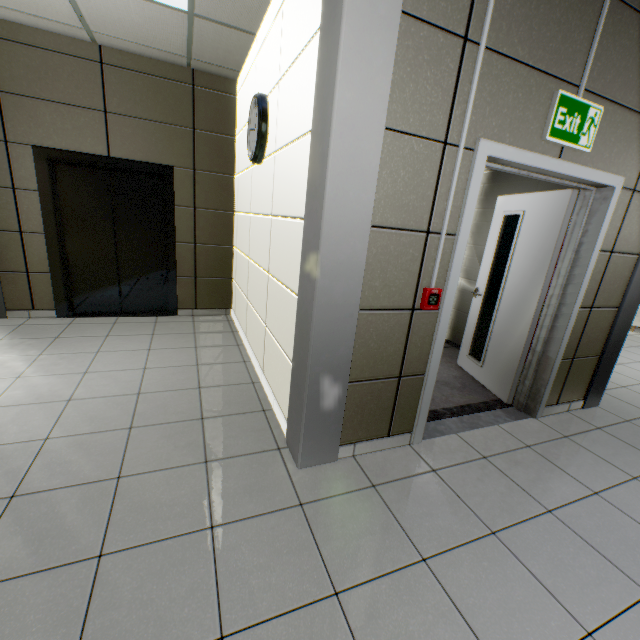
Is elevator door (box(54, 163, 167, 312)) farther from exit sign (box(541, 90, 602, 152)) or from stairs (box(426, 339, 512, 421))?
exit sign (box(541, 90, 602, 152))

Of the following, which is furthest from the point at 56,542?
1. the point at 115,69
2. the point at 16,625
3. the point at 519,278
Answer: the point at 115,69

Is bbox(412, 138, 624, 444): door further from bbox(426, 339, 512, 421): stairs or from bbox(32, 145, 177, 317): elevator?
bbox(32, 145, 177, 317): elevator

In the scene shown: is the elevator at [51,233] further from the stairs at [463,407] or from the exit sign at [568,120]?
the exit sign at [568,120]

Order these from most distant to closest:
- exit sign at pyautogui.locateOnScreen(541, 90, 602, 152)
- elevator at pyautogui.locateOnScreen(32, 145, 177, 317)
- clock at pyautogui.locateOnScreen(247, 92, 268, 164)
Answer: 1. elevator at pyautogui.locateOnScreen(32, 145, 177, 317)
2. clock at pyautogui.locateOnScreen(247, 92, 268, 164)
3. exit sign at pyautogui.locateOnScreen(541, 90, 602, 152)

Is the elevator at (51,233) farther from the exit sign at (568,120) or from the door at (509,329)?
the exit sign at (568,120)

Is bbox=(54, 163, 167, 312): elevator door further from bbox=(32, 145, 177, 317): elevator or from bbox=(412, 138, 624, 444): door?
bbox=(412, 138, 624, 444): door

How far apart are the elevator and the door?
3.42m
